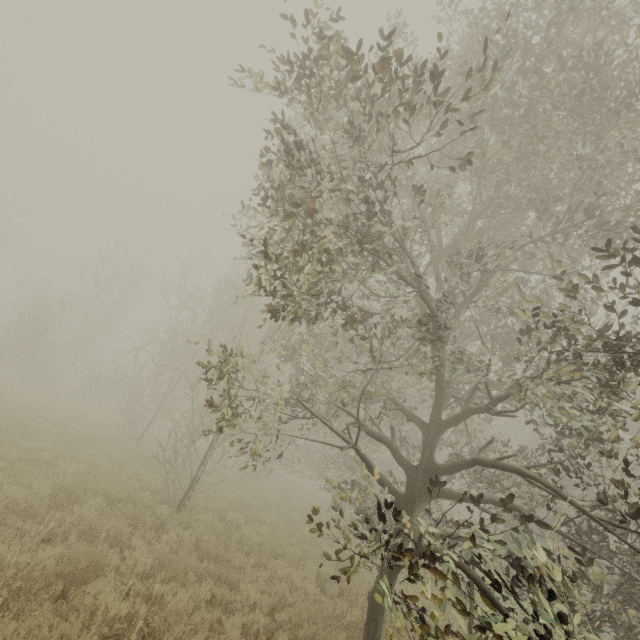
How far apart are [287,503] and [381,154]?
16.4 meters
